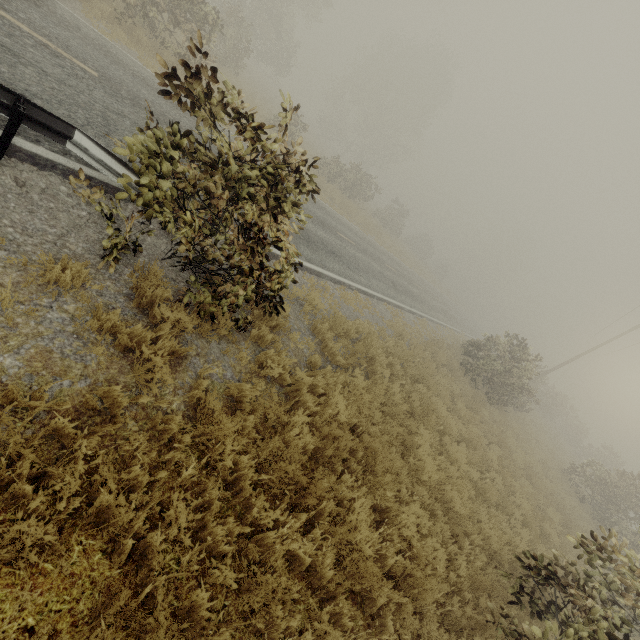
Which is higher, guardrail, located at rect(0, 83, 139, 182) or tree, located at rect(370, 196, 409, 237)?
tree, located at rect(370, 196, 409, 237)

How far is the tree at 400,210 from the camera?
34.4 meters

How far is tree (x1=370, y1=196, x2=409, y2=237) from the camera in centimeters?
3438cm

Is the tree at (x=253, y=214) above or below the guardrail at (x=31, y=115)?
above

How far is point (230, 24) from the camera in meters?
→ 20.3 m

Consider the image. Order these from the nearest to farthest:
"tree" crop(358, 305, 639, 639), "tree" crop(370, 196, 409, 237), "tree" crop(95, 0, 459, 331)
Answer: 1. "tree" crop(95, 0, 459, 331)
2. "tree" crop(358, 305, 639, 639)
3. "tree" crop(370, 196, 409, 237)
